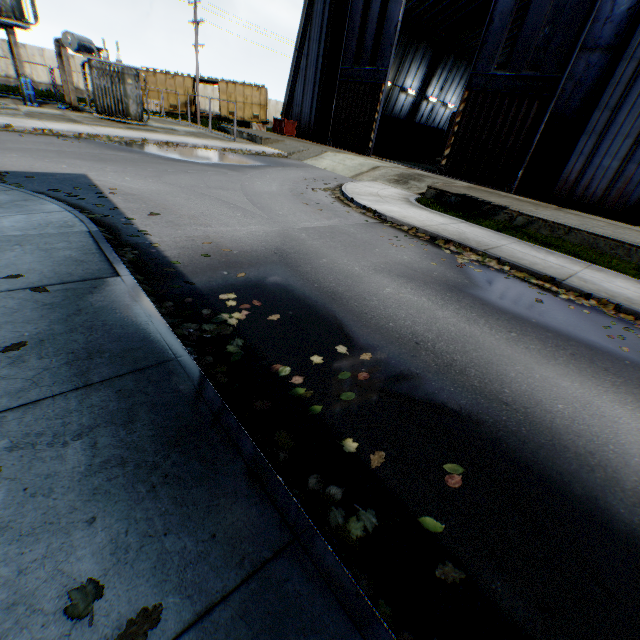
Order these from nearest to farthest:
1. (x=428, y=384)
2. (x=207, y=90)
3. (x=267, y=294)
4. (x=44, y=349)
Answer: (x=44, y=349) < (x=428, y=384) < (x=267, y=294) < (x=207, y=90)

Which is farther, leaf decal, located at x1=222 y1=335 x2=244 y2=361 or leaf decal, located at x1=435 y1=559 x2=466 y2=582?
leaf decal, located at x1=222 y1=335 x2=244 y2=361

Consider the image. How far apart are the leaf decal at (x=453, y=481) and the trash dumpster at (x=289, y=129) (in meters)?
29.99

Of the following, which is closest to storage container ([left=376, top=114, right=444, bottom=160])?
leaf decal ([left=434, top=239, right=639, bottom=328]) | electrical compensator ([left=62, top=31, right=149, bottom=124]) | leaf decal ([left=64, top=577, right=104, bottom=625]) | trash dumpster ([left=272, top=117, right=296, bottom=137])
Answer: trash dumpster ([left=272, top=117, right=296, bottom=137])

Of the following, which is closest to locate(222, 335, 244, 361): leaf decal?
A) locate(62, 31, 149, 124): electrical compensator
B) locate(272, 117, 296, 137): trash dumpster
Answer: locate(62, 31, 149, 124): electrical compensator

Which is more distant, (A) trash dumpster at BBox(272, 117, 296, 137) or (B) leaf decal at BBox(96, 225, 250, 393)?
(A) trash dumpster at BBox(272, 117, 296, 137)

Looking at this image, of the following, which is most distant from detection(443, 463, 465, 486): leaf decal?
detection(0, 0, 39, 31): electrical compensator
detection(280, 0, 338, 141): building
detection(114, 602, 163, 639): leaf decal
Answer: detection(0, 0, 39, 31): electrical compensator

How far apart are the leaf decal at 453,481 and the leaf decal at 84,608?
2.29m
